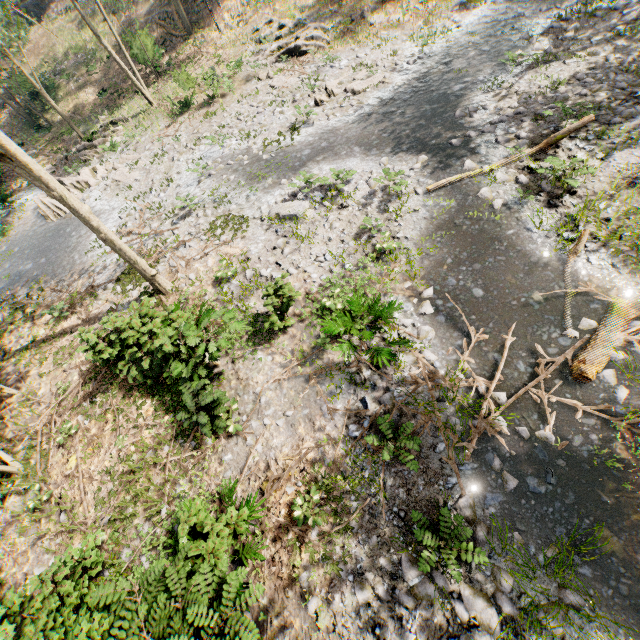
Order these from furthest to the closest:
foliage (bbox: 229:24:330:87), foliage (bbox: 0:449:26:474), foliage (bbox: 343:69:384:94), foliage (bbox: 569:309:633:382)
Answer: foliage (bbox: 229:24:330:87) < foliage (bbox: 343:69:384:94) < foliage (bbox: 0:449:26:474) < foliage (bbox: 569:309:633:382)

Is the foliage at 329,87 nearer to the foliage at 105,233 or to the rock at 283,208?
the foliage at 105,233

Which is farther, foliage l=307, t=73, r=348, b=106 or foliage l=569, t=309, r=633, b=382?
foliage l=307, t=73, r=348, b=106

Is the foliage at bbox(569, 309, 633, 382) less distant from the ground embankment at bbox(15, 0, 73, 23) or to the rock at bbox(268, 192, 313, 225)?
the ground embankment at bbox(15, 0, 73, 23)

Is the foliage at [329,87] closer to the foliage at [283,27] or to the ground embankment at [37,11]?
the foliage at [283,27]

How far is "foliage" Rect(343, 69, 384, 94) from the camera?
15.60m

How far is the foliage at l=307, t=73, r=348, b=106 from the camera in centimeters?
1608cm

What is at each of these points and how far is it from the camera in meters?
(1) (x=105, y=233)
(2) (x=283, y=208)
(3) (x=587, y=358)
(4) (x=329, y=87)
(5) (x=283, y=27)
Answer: (1) foliage, 9.9
(2) rock, 12.5
(3) foliage, 6.9
(4) foliage, 16.5
(5) foliage, 22.6
